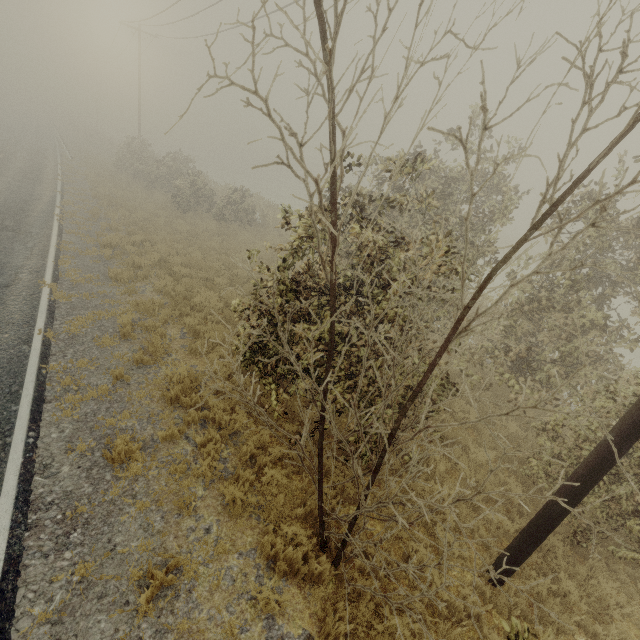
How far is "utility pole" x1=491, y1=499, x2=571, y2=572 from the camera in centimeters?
480cm

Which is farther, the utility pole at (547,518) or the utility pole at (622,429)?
the utility pole at (547,518)

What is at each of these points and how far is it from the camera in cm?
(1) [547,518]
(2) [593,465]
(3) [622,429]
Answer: (1) utility pole, 488
(2) utility pole, 442
(3) utility pole, 418

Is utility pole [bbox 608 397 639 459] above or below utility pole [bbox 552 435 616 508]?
above

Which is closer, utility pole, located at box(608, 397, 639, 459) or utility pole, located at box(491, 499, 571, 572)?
utility pole, located at box(608, 397, 639, 459)

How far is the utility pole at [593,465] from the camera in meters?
4.3
